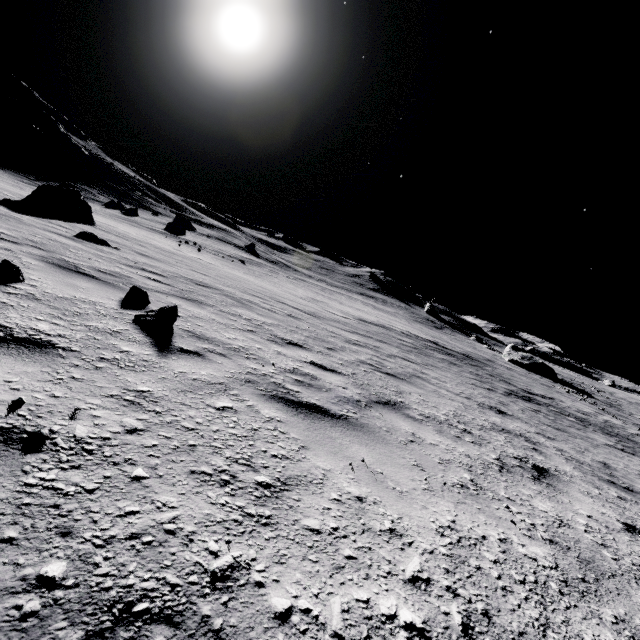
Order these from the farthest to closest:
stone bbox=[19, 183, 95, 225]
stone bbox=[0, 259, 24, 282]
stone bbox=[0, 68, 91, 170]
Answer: stone bbox=[0, 68, 91, 170], stone bbox=[19, 183, 95, 225], stone bbox=[0, 259, 24, 282]

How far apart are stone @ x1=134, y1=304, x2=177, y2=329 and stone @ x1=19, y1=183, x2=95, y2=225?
10.7 meters

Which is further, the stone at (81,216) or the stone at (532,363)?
the stone at (532,363)

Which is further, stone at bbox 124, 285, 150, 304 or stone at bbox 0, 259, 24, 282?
stone at bbox 124, 285, 150, 304

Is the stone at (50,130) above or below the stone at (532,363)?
above

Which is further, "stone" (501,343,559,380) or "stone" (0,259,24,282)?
"stone" (501,343,559,380)

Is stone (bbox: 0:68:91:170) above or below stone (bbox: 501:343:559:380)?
above

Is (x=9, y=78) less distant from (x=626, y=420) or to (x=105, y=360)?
(x=105, y=360)
